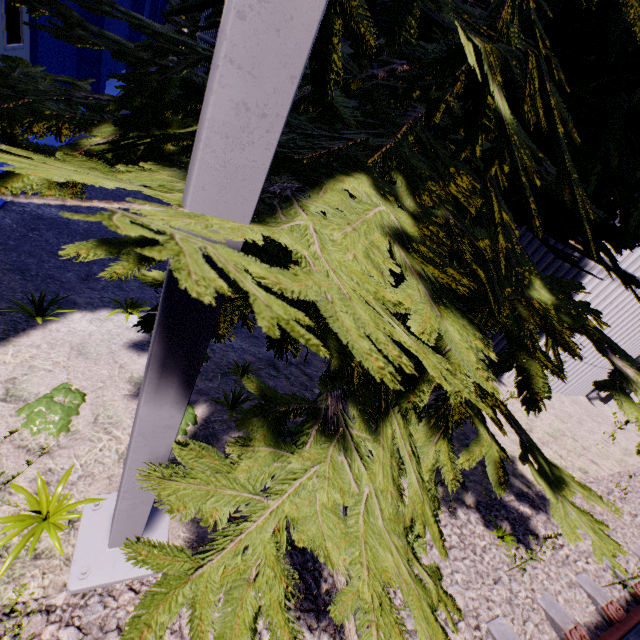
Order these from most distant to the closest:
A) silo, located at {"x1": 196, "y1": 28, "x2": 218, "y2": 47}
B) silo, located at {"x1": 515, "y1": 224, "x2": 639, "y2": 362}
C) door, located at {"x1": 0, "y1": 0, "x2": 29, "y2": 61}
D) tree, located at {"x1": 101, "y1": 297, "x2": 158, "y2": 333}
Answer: silo, located at {"x1": 196, "y1": 28, "x2": 218, "y2": 47}
silo, located at {"x1": 515, "y1": 224, "x2": 639, "y2": 362}
door, located at {"x1": 0, "y1": 0, "x2": 29, "y2": 61}
tree, located at {"x1": 101, "y1": 297, "x2": 158, "y2": 333}

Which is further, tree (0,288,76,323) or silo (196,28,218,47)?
silo (196,28,218,47)

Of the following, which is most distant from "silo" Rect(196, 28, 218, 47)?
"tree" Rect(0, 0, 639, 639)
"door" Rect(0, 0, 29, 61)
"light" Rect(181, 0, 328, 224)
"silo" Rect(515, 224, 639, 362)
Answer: "light" Rect(181, 0, 328, 224)

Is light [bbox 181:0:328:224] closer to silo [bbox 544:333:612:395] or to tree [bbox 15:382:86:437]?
tree [bbox 15:382:86:437]

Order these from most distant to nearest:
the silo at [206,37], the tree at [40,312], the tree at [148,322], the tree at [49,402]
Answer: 1. the silo at [206,37]
2. the tree at [40,312]
3. the tree at [49,402]
4. the tree at [148,322]

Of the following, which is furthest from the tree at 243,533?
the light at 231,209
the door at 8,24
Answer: the door at 8,24

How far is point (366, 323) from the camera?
0.8m

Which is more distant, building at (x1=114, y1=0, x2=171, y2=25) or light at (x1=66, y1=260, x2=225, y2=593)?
building at (x1=114, y1=0, x2=171, y2=25)
